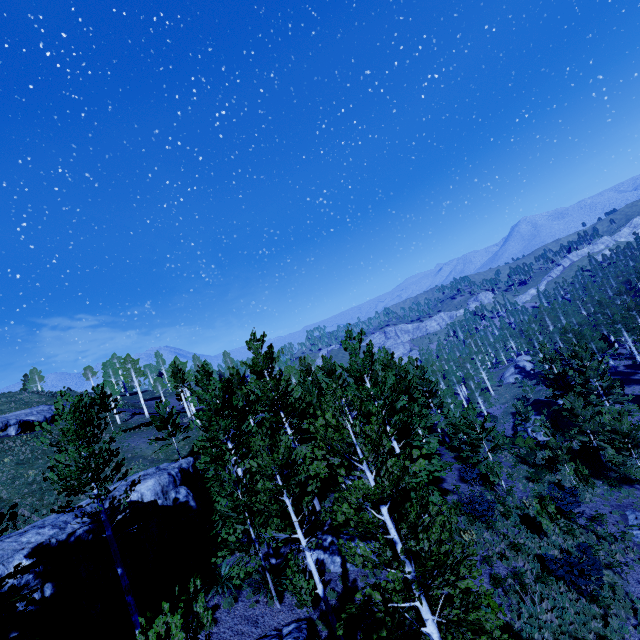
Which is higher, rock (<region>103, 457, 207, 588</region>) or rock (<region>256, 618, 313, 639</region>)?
rock (<region>103, 457, 207, 588</region>)

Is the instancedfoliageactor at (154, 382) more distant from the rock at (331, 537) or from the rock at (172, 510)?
the rock at (331, 537)

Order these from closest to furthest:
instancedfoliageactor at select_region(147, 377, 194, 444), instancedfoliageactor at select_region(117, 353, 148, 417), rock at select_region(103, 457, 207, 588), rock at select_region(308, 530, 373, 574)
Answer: rock at select_region(103, 457, 207, 588), rock at select_region(308, 530, 373, 574), instancedfoliageactor at select_region(147, 377, 194, 444), instancedfoliageactor at select_region(117, 353, 148, 417)

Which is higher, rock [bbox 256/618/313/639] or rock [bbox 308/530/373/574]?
rock [bbox 256/618/313/639]

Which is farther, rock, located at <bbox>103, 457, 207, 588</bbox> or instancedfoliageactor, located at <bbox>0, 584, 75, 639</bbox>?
rock, located at <bbox>103, 457, 207, 588</bbox>

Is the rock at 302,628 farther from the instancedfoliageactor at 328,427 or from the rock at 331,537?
the rock at 331,537

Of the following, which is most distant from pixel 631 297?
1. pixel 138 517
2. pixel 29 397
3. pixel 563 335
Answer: pixel 29 397

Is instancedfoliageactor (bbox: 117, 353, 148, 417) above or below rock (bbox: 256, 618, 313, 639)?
above
